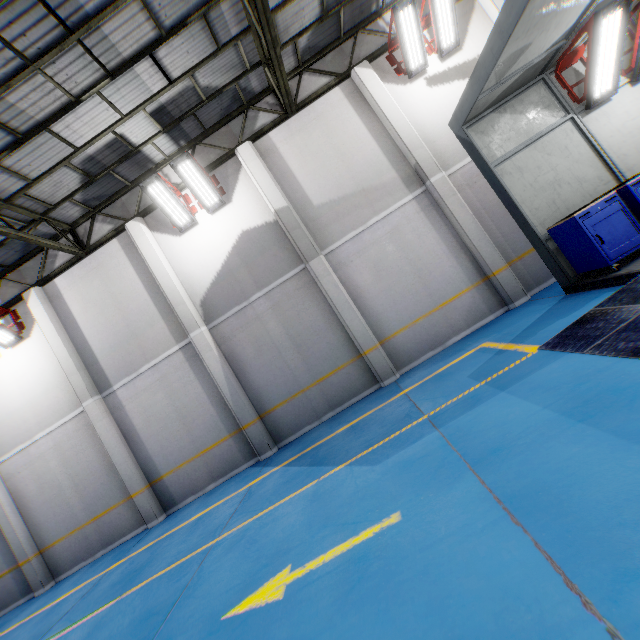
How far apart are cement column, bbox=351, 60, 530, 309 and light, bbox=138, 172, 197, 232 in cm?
584

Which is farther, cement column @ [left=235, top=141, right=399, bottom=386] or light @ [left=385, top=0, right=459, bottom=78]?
cement column @ [left=235, top=141, right=399, bottom=386]

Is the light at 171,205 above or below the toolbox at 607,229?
above

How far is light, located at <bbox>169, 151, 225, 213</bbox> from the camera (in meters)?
8.51

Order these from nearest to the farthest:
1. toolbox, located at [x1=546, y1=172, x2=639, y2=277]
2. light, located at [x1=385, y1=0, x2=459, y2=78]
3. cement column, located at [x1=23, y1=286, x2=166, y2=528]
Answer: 1. toolbox, located at [x1=546, y1=172, x2=639, y2=277]
2. light, located at [x1=385, y1=0, x2=459, y2=78]
3. cement column, located at [x1=23, y1=286, x2=166, y2=528]

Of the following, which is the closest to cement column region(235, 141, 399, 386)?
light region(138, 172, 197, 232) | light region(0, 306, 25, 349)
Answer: light region(138, 172, 197, 232)

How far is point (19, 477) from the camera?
9.88m

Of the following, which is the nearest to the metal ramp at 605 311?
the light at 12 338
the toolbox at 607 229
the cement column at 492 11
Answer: the toolbox at 607 229
